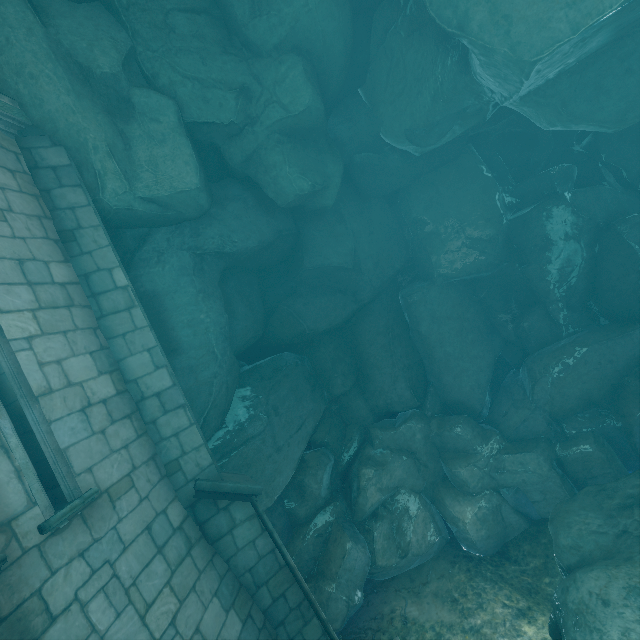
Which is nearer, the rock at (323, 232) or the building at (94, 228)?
the building at (94, 228)

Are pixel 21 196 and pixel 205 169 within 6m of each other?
yes

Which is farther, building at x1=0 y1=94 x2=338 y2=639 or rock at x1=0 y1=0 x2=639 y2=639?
rock at x1=0 y1=0 x2=639 y2=639
